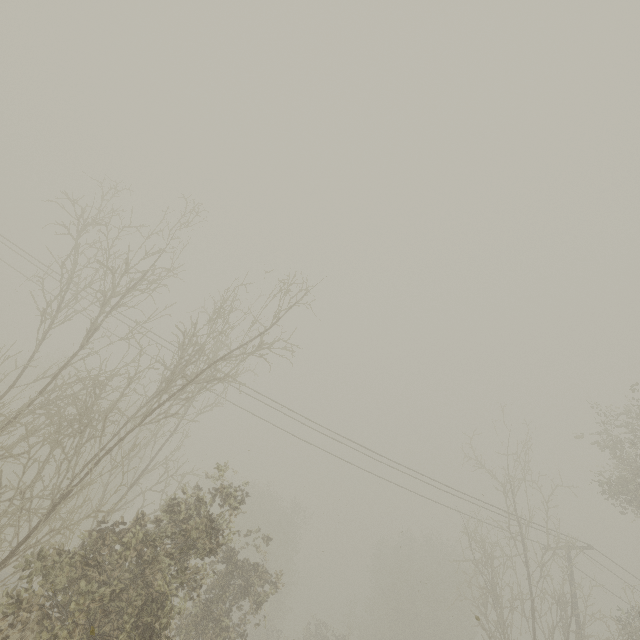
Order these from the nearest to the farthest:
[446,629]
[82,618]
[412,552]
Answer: [82,618] → [446,629] → [412,552]
